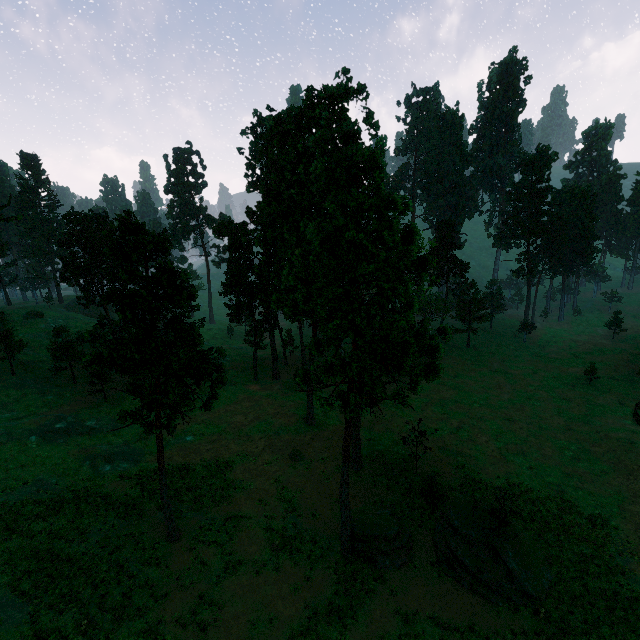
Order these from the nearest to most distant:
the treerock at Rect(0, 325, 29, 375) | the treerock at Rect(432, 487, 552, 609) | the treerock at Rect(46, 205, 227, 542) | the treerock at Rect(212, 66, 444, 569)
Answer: the treerock at Rect(212, 66, 444, 569), the treerock at Rect(46, 205, 227, 542), the treerock at Rect(432, 487, 552, 609), the treerock at Rect(0, 325, 29, 375)

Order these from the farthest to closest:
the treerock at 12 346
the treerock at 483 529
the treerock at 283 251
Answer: the treerock at 12 346 → the treerock at 483 529 → the treerock at 283 251

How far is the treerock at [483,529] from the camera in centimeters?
2178cm

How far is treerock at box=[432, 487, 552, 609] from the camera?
21.8 meters

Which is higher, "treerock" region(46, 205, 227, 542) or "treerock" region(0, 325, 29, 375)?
"treerock" region(46, 205, 227, 542)

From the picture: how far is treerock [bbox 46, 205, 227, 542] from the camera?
18.83m

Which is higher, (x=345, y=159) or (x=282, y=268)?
(x=345, y=159)
